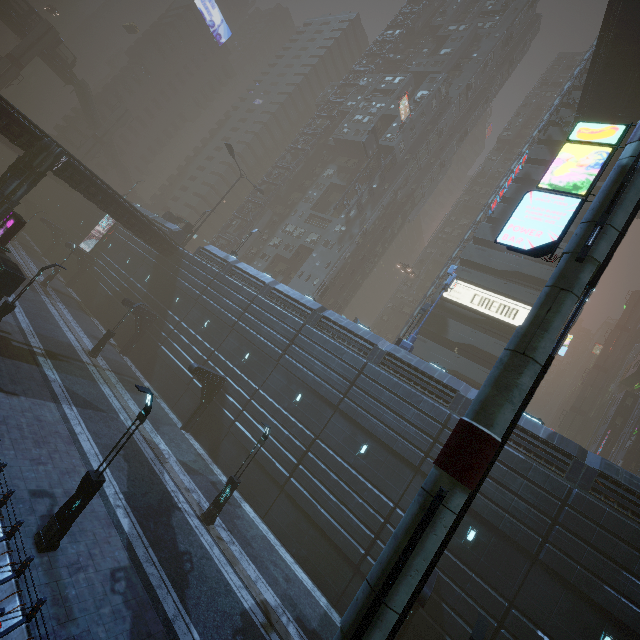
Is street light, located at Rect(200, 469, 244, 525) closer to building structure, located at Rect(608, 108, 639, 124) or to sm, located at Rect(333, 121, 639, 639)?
sm, located at Rect(333, 121, 639, 639)

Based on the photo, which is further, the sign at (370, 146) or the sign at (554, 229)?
the sign at (370, 146)

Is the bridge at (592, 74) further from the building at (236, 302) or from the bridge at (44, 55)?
the bridge at (44, 55)

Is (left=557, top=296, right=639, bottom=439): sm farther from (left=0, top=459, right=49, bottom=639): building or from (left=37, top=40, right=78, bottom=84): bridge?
(left=37, top=40, right=78, bottom=84): bridge

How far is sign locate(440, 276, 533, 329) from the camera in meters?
29.7 m

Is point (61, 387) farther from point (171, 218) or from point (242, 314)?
point (171, 218)

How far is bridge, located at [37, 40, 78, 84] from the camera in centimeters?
5438cm

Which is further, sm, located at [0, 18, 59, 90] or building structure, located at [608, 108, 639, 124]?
sm, located at [0, 18, 59, 90]
